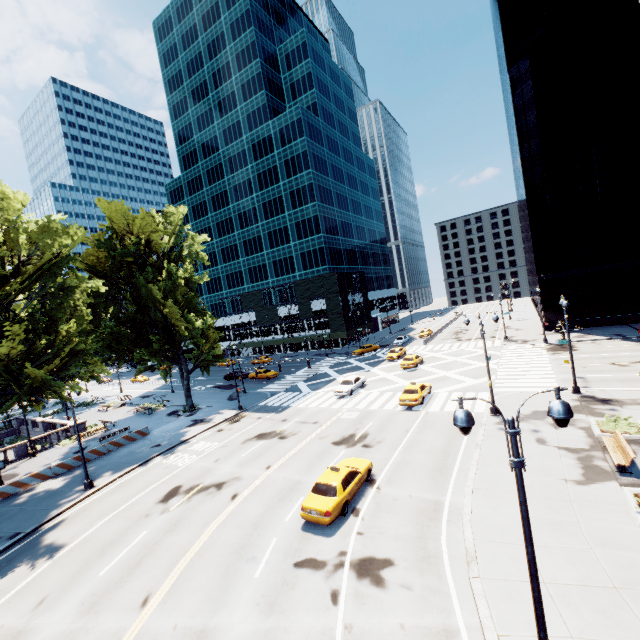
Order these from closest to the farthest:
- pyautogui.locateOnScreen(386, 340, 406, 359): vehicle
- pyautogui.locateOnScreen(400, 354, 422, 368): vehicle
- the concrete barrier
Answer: the concrete barrier, pyautogui.locateOnScreen(400, 354, 422, 368): vehicle, pyautogui.locateOnScreen(386, 340, 406, 359): vehicle

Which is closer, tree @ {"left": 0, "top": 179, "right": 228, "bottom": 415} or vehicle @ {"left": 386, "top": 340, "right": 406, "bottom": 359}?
tree @ {"left": 0, "top": 179, "right": 228, "bottom": 415}

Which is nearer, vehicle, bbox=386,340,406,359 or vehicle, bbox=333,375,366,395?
vehicle, bbox=333,375,366,395

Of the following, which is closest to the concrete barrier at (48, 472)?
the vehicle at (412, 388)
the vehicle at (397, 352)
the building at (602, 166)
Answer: the vehicle at (412, 388)

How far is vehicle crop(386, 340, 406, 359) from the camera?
47.3 meters

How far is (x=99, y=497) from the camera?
21.4m

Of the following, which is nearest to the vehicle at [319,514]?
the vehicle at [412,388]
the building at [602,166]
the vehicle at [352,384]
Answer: the vehicle at [412,388]

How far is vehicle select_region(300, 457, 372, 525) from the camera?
14.6m
